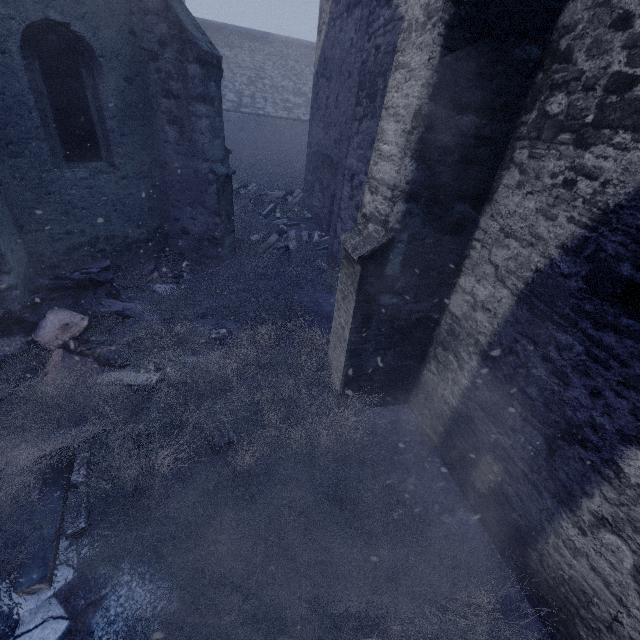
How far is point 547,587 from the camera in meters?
2.7

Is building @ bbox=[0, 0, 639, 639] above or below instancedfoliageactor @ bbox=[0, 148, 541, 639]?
above

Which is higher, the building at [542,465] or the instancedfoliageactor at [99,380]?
the building at [542,465]
